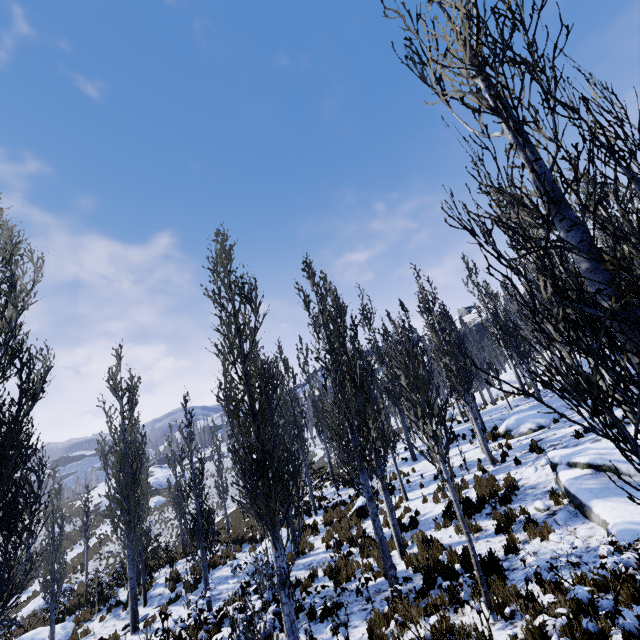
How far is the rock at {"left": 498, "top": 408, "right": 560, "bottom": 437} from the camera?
15.8m

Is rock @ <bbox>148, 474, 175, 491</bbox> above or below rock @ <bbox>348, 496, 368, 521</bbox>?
above

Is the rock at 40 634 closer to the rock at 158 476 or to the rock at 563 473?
the rock at 563 473

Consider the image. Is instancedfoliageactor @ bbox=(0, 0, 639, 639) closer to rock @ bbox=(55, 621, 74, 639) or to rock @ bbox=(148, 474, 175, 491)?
rock @ bbox=(55, 621, 74, 639)

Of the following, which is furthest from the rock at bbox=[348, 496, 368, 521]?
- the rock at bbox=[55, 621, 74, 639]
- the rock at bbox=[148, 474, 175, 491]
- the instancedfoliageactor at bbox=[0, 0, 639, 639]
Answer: the rock at bbox=[148, 474, 175, 491]

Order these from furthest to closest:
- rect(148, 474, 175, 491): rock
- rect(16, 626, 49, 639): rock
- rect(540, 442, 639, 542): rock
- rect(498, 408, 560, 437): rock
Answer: rect(148, 474, 175, 491): rock → rect(498, 408, 560, 437): rock → rect(16, 626, 49, 639): rock → rect(540, 442, 639, 542): rock

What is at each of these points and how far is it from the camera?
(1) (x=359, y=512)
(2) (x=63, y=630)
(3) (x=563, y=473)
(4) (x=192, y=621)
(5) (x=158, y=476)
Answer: (1) rock, 15.03m
(2) rock, 15.12m
(3) rock, 9.65m
(4) instancedfoliageactor, 11.22m
(5) rock, 57.72m

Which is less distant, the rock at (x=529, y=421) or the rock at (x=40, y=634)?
the rock at (x=40, y=634)
